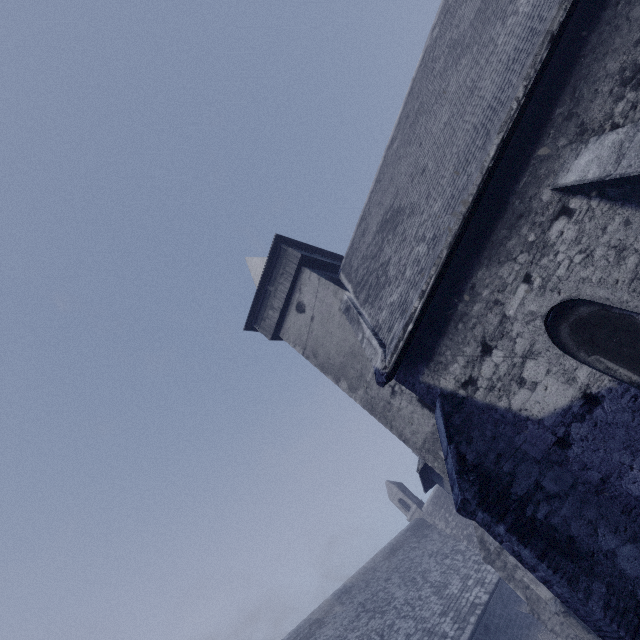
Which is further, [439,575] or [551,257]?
[439,575]
